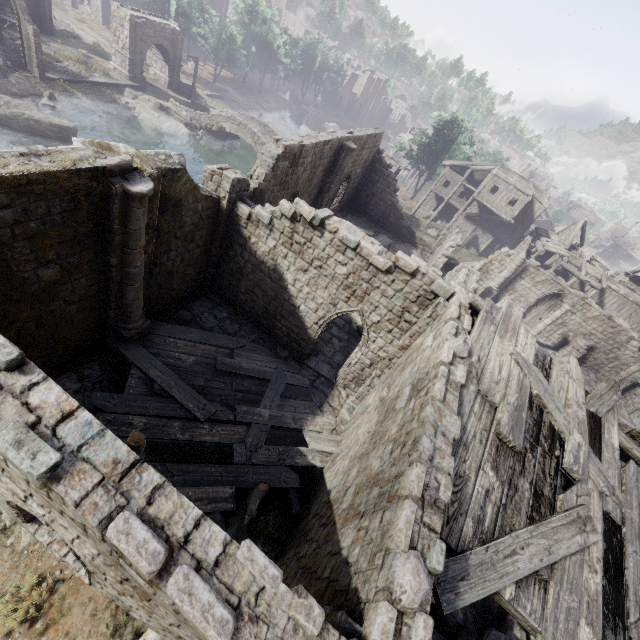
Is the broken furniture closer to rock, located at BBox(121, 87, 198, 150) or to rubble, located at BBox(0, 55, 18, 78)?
rock, located at BBox(121, 87, 198, 150)

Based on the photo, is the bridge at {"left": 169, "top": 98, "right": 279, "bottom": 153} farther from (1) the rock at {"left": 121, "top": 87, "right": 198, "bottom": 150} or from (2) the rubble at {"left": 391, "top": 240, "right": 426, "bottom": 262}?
(2) the rubble at {"left": 391, "top": 240, "right": 426, "bottom": 262}

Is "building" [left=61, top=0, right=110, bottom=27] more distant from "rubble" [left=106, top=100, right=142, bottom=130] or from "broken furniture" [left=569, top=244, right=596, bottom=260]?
"rubble" [left=106, top=100, right=142, bottom=130]

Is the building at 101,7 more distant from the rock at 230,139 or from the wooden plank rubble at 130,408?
the rock at 230,139

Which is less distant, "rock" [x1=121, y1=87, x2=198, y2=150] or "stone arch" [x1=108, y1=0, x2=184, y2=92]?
"stone arch" [x1=108, y1=0, x2=184, y2=92]

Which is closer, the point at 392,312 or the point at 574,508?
the point at 574,508

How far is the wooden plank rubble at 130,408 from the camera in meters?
9.3 m

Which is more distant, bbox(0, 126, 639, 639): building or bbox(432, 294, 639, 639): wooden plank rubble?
bbox(432, 294, 639, 639): wooden plank rubble
